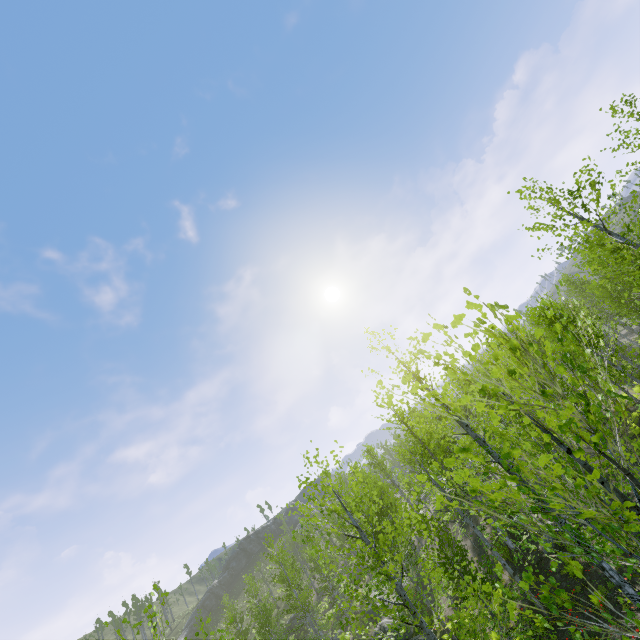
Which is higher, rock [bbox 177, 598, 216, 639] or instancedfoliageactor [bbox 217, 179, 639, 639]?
rock [bbox 177, 598, 216, 639]

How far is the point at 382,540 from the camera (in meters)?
8.11

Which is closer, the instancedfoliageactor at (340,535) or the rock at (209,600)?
the instancedfoliageactor at (340,535)

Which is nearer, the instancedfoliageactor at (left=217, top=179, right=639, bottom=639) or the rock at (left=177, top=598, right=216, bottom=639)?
the instancedfoliageactor at (left=217, top=179, right=639, bottom=639)

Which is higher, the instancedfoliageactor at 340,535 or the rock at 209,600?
the rock at 209,600
